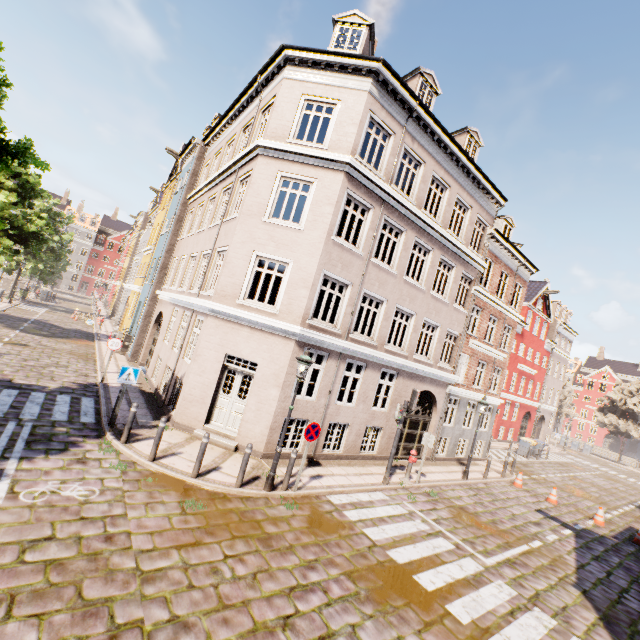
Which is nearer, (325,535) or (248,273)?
(325,535)

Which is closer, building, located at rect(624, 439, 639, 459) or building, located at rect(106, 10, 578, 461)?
building, located at rect(106, 10, 578, 461)

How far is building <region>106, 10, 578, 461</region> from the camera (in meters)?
10.91

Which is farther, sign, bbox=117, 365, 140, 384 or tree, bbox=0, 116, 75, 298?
sign, bbox=117, 365, 140, 384

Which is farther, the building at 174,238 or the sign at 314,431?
the building at 174,238

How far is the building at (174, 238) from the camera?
10.9m

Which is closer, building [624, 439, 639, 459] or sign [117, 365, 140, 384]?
sign [117, 365, 140, 384]

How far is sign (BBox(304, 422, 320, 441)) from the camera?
8.8m
